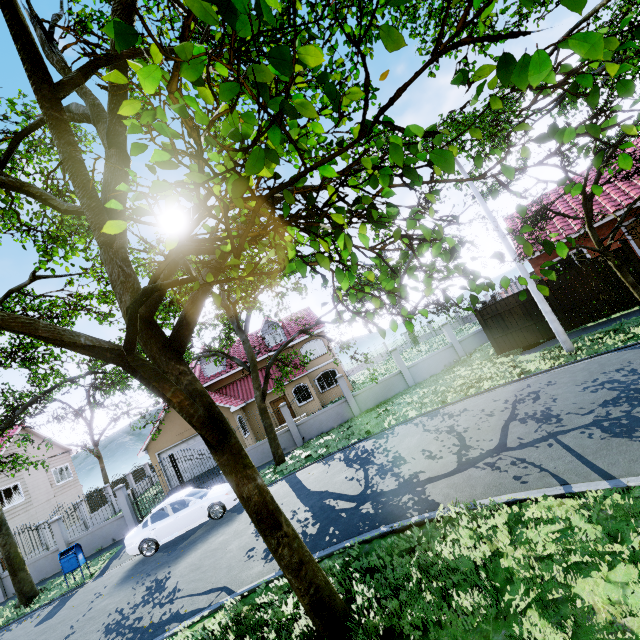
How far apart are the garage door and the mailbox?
7.78m

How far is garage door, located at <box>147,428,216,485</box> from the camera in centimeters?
2144cm

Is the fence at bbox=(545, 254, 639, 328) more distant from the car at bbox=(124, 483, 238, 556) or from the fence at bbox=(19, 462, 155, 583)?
the fence at bbox=(19, 462, 155, 583)

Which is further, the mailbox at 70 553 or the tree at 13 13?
the mailbox at 70 553

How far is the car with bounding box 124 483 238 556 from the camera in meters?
12.2

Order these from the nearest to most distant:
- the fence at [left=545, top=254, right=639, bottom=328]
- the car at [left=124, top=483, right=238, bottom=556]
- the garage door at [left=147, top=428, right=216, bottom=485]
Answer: the car at [left=124, top=483, right=238, bottom=556] → the fence at [left=545, top=254, right=639, bottom=328] → the garage door at [left=147, top=428, right=216, bottom=485]

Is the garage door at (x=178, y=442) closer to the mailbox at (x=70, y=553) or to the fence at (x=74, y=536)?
the fence at (x=74, y=536)

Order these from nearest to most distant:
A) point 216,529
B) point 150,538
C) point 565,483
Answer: point 565,483, point 216,529, point 150,538
